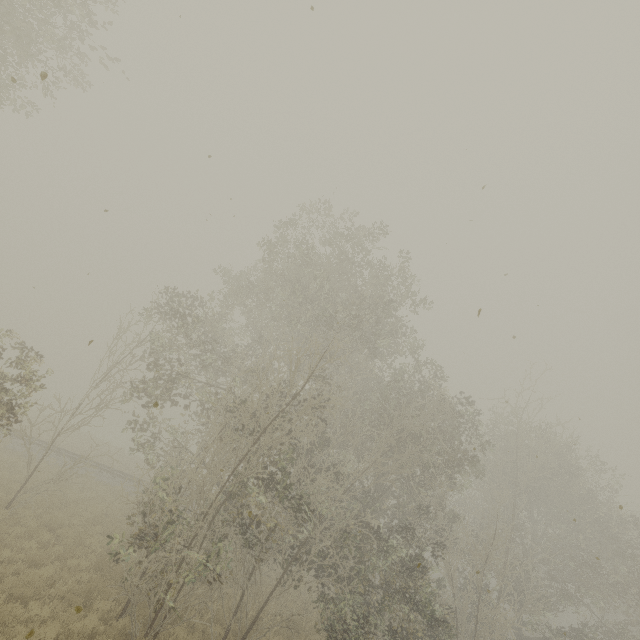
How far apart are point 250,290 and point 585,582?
25.8 meters
